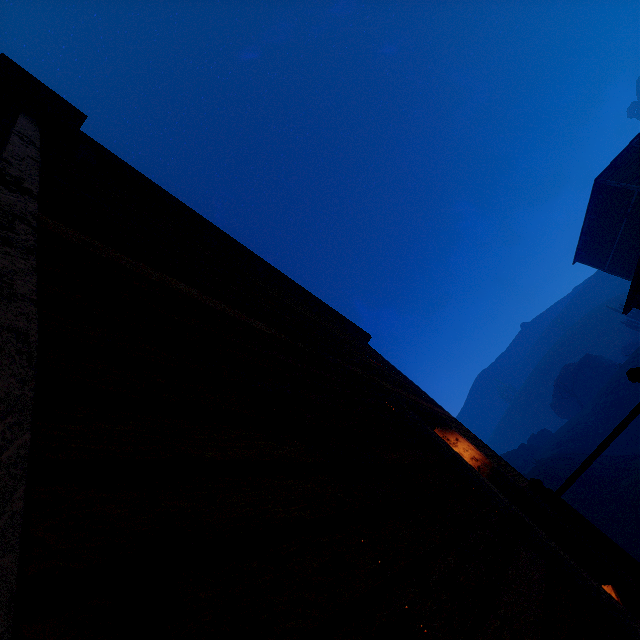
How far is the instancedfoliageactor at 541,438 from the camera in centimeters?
4653cm

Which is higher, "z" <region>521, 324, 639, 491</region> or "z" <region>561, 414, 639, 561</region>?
"z" <region>521, 324, 639, 491</region>

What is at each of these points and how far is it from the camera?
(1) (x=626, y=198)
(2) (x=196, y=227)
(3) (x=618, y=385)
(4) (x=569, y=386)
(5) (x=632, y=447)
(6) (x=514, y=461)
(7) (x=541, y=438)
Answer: (1) building, 19.20m
(2) building, 5.07m
(3) z, 36.28m
(4) instancedfoliageactor, 47.91m
(5) z, 30.58m
(6) rock, 41.44m
(7) instancedfoliageactor, 47.06m

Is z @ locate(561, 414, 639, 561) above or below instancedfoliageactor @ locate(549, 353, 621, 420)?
below

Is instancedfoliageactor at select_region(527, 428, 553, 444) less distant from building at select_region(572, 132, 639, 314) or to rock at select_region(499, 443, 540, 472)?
rock at select_region(499, 443, 540, 472)

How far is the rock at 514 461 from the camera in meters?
40.4

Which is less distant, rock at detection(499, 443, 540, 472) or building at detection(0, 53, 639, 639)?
building at detection(0, 53, 639, 639)

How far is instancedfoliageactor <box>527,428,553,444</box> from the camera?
46.5 meters
